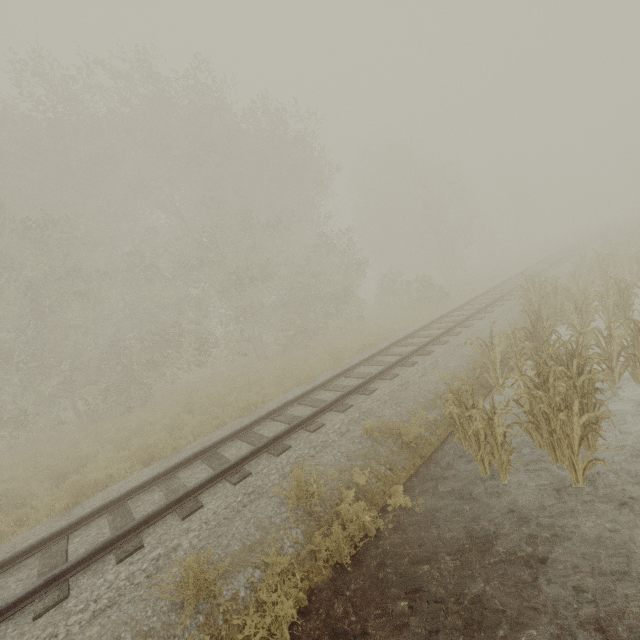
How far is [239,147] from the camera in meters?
19.7 m
